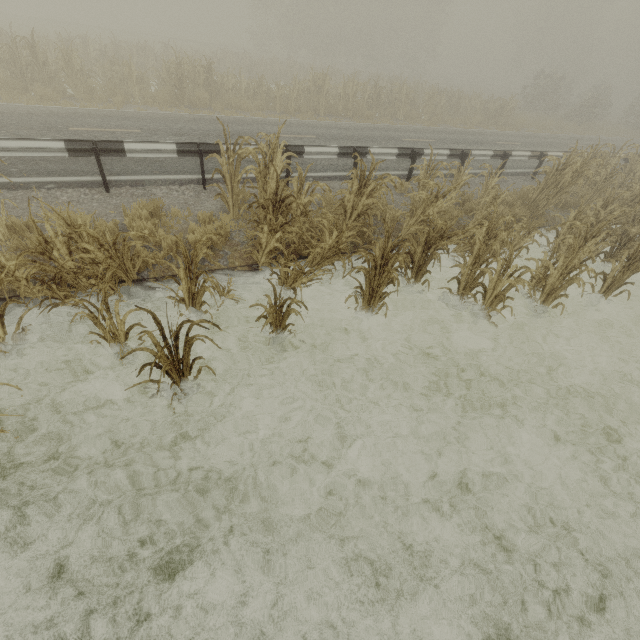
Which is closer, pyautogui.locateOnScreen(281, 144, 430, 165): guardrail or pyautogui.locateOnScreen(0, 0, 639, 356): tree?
pyautogui.locateOnScreen(0, 0, 639, 356): tree

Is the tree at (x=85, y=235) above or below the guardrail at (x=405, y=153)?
below

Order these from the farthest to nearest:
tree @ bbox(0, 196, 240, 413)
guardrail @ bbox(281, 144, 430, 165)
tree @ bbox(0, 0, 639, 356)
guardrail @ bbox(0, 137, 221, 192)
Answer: guardrail @ bbox(281, 144, 430, 165) → guardrail @ bbox(0, 137, 221, 192) → tree @ bbox(0, 0, 639, 356) → tree @ bbox(0, 196, 240, 413)

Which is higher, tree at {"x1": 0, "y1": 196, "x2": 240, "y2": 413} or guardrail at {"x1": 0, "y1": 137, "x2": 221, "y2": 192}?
guardrail at {"x1": 0, "y1": 137, "x2": 221, "y2": 192}

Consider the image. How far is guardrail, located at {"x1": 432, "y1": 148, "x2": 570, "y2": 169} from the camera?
10.13m

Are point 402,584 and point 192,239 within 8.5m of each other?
yes
